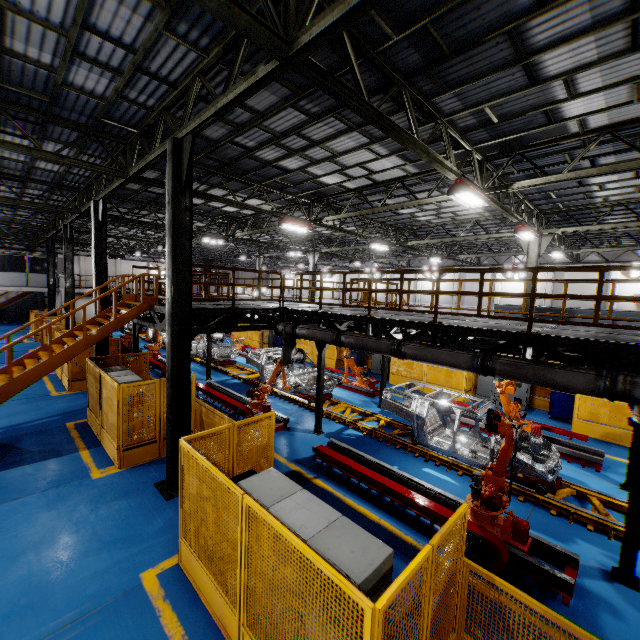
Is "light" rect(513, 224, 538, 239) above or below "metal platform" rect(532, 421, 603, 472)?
above

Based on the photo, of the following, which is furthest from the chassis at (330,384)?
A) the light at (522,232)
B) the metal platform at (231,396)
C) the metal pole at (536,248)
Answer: the light at (522,232)

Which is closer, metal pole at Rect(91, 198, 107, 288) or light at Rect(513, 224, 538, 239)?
metal pole at Rect(91, 198, 107, 288)

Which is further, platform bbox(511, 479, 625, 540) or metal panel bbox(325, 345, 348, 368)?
metal panel bbox(325, 345, 348, 368)

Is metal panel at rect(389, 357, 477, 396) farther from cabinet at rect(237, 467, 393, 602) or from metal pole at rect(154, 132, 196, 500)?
metal pole at rect(154, 132, 196, 500)

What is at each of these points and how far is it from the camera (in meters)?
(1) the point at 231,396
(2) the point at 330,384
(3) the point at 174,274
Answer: (1) metal platform, 13.67
(2) chassis, 13.81
(3) metal pole, 7.09

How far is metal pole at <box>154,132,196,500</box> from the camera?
6.9 meters

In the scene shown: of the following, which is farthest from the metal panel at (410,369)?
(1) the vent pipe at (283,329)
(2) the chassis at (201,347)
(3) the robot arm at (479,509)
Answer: (2) the chassis at (201,347)
